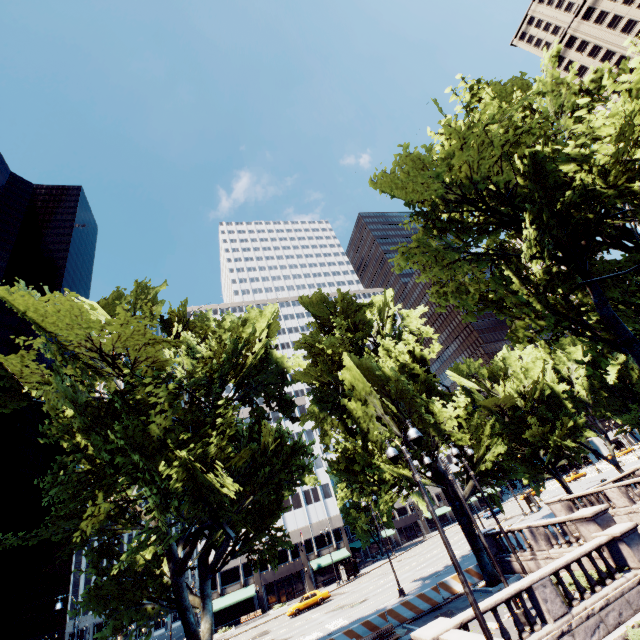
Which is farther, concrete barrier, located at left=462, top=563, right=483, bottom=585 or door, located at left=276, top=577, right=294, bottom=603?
door, located at left=276, top=577, right=294, bottom=603

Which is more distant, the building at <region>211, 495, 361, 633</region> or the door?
the door

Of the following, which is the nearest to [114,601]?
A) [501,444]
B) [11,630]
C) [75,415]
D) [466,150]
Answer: [75,415]

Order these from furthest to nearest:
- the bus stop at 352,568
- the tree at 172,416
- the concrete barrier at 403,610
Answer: the bus stop at 352,568
the concrete barrier at 403,610
the tree at 172,416

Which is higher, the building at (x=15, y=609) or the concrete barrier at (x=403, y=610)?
the building at (x=15, y=609)

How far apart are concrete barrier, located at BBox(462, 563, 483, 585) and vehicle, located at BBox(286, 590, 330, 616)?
23.06m

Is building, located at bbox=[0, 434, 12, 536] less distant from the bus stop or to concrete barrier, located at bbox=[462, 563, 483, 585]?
the bus stop

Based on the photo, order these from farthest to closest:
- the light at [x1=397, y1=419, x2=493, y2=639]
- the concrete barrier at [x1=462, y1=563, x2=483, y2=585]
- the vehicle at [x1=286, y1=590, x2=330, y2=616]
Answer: the vehicle at [x1=286, y1=590, x2=330, y2=616] → the concrete barrier at [x1=462, y1=563, x2=483, y2=585] → the light at [x1=397, y1=419, x2=493, y2=639]
